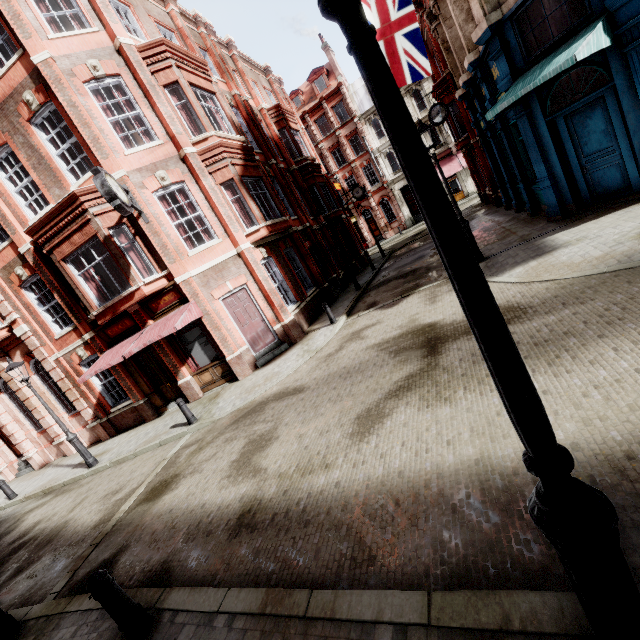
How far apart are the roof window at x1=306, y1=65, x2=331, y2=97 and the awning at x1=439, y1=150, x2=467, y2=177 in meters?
15.5 m

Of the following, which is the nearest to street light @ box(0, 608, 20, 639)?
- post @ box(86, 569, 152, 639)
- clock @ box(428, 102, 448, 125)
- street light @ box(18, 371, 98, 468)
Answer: post @ box(86, 569, 152, 639)

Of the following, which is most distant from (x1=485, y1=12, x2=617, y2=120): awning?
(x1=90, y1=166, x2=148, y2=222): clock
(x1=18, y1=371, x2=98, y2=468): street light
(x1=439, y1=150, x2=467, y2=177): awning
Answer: (x1=439, y1=150, x2=467, y2=177): awning

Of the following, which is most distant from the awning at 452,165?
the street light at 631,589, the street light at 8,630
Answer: the street light at 8,630

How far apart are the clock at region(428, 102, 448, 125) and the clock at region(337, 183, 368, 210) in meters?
10.2 m

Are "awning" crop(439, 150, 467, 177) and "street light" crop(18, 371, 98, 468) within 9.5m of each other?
no

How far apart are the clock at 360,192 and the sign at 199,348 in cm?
1964

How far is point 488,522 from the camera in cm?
319
